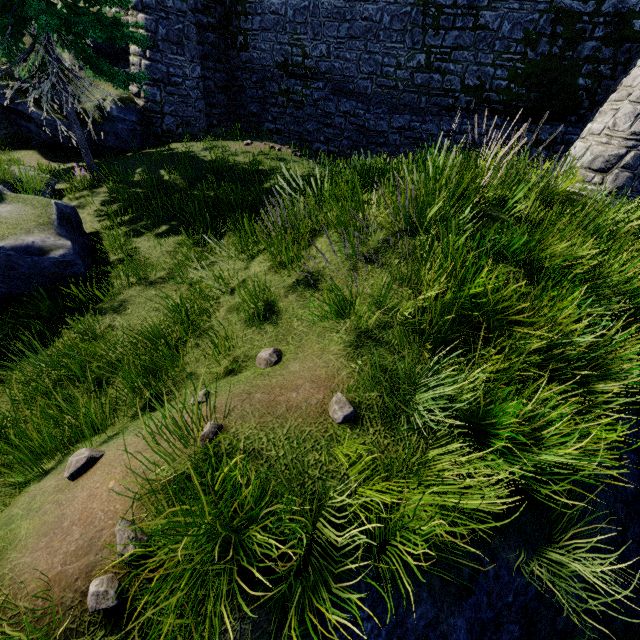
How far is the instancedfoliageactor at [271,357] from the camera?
3.9 meters

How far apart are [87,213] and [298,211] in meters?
8.4

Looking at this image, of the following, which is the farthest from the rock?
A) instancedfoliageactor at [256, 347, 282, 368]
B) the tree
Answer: instancedfoliageactor at [256, 347, 282, 368]

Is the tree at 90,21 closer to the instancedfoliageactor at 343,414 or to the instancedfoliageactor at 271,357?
the instancedfoliageactor at 271,357

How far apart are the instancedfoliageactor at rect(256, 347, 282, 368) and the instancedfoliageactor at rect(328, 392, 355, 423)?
1.03m

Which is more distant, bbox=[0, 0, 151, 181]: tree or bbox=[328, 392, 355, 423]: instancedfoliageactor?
bbox=[0, 0, 151, 181]: tree

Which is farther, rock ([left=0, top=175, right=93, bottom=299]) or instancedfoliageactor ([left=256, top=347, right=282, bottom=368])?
rock ([left=0, top=175, right=93, bottom=299])

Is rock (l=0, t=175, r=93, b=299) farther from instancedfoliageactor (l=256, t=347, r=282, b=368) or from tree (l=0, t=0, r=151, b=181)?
instancedfoliageactor (l=256, t=347, r=282, b=368)
